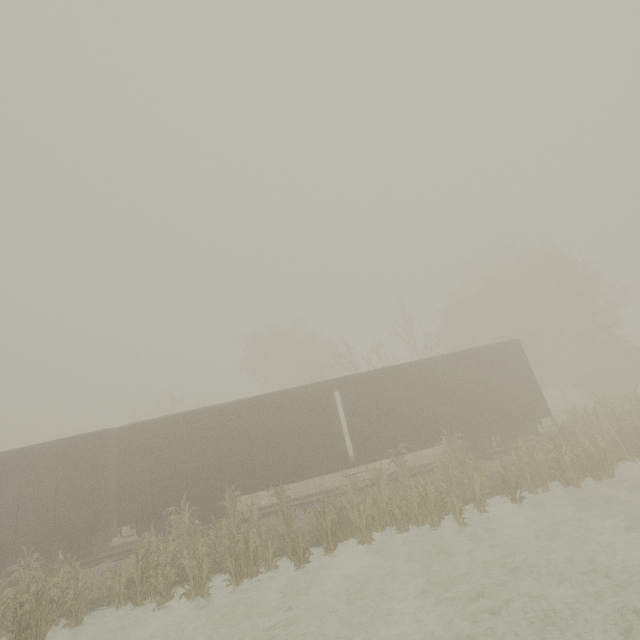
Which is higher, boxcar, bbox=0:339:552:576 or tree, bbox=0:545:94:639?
boxcar, bbox=0:339:552:576

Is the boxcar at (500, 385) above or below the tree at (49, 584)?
above

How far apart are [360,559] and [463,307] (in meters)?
25.41

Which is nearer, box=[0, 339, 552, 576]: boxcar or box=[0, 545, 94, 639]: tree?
box=[0, 545, 94, 639]: tree

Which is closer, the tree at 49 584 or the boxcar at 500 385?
the tree at 49 584
